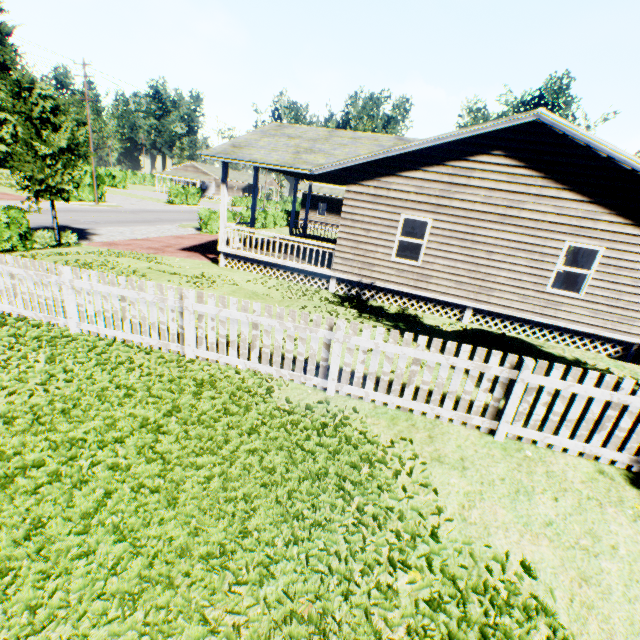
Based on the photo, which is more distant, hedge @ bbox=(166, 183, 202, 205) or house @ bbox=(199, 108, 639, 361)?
hedge @ bbox=(166, 183, 202, 205)

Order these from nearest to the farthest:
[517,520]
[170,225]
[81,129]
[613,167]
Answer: [517,520]
[613,167]
[81,129]
[170,225]

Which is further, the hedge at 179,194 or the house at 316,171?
the hedge at 179,194

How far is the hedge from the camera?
43.6m

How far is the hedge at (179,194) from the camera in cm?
4362
